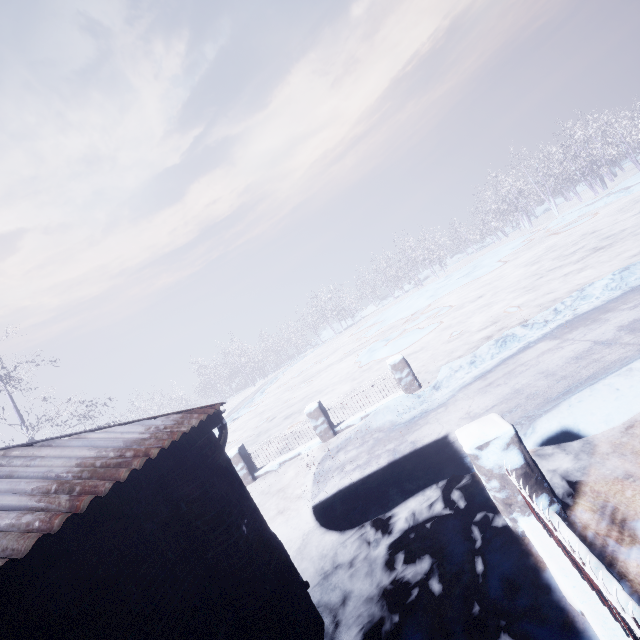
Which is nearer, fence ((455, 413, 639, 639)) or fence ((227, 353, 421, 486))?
fence ((455, 413, 639, 639))

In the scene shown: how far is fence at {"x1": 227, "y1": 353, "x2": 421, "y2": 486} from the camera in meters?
7.7

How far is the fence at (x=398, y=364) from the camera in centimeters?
774cm

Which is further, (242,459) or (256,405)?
(256,405)

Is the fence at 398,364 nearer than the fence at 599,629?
No
